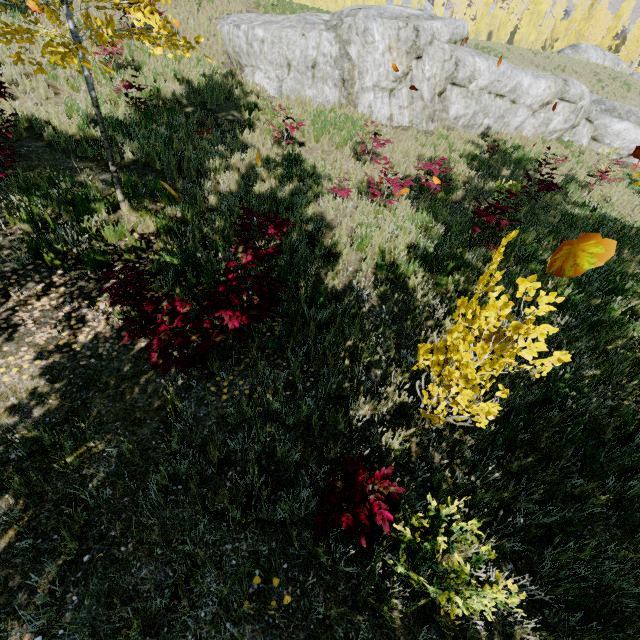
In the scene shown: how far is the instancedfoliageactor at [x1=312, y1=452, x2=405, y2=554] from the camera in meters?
2.4

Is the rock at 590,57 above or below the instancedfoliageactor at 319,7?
above

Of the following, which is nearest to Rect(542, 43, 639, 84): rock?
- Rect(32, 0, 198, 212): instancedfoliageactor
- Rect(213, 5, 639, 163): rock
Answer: Rect(32, 0, 198, 212): instancedfoliageactor

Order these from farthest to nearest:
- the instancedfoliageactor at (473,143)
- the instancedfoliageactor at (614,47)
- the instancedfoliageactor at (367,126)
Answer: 1. the instancedfoliageactor at (614,47)
2. the instancedfoliageactor at (473,143)
3. the instancedfoliageactor at (367,126)

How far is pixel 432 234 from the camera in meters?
6.7

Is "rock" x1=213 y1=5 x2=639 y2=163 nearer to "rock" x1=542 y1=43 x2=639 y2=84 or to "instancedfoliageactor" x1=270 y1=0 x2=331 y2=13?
"instancedfoliageactor" x1=270 y1=0 x2=331 y2=13
